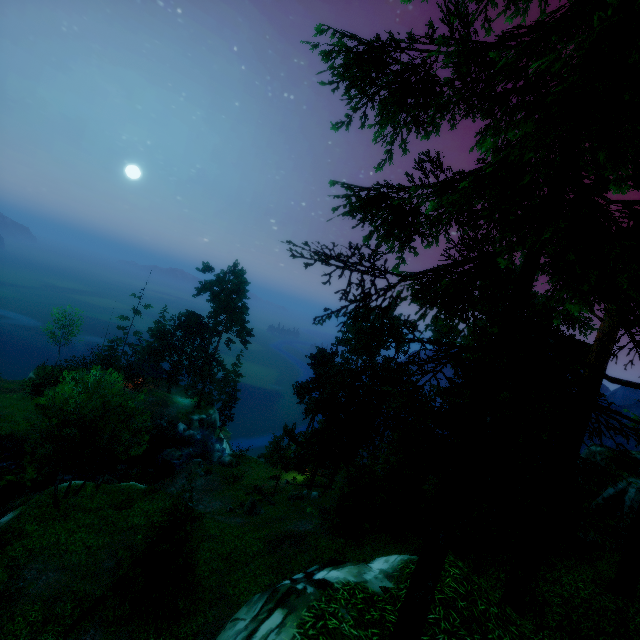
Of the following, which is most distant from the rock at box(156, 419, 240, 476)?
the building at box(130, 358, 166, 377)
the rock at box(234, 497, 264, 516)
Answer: the building at box(130, 358, 166, 377)

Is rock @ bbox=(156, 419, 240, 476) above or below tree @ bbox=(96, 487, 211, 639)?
below

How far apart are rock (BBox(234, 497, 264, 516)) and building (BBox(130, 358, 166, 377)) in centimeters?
3304cm

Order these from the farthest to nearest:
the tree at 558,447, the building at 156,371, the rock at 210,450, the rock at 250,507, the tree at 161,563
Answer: the building at 156,371 < the rock at 210,450 < the rock at 250,507 < the tree at 161,563 < the tree at 558,447

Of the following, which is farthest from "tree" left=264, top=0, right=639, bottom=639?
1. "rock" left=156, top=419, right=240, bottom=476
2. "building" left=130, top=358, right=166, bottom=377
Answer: "rock" left=156, top=419, right=240, bottom=476

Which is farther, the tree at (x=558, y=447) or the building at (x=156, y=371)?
the building at (x=156, y=371)

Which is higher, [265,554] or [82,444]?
[82,444]
